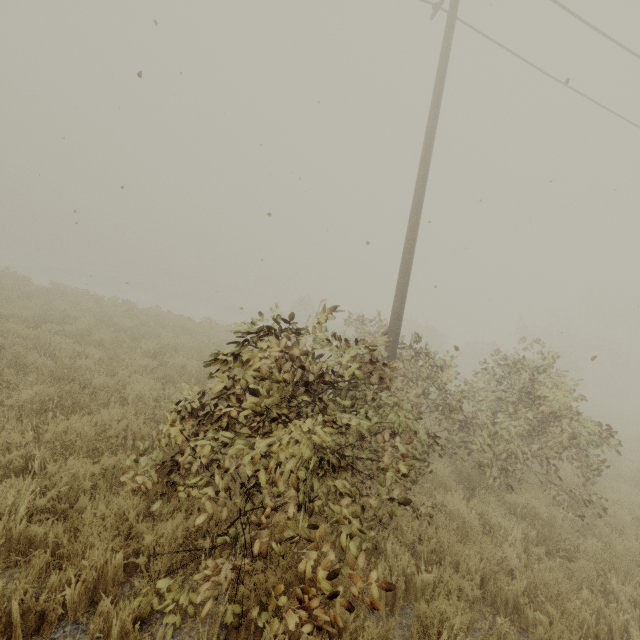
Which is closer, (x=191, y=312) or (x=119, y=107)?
(x=119, y=107)

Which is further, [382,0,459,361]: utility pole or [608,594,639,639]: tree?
[382,0,459,361]: utility pole

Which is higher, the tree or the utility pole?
the utility pole

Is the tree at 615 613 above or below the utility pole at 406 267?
below

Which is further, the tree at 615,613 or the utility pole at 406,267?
the utility pole at 406,267
